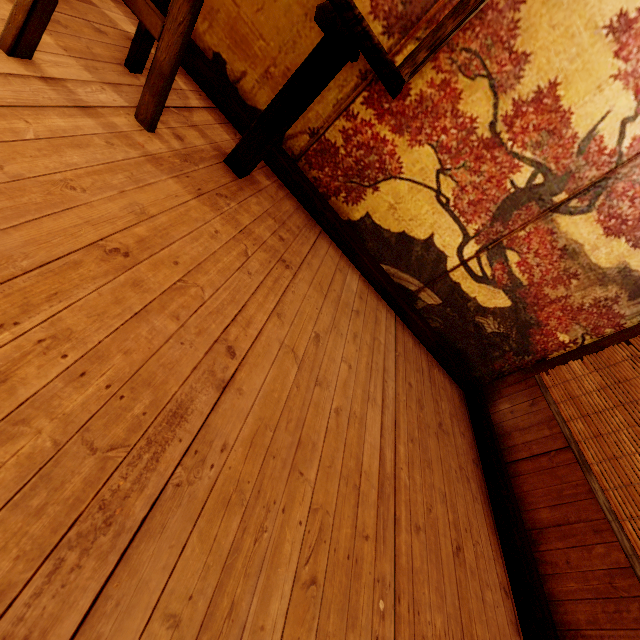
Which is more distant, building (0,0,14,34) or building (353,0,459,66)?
building (353,0,459,66)

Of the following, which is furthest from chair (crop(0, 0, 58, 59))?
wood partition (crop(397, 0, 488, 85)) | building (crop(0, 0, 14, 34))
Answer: wood partition (crop(397, 0, 488, 85))

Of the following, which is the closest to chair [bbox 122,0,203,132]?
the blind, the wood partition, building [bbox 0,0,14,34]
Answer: building [bbox 0,0,14,34]

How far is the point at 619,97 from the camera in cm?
315

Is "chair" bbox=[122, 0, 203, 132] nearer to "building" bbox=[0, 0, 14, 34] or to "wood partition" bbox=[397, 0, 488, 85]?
"building" bbox=[0, 0, 14, 34]

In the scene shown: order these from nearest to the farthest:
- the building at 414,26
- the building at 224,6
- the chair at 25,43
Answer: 1. the building at 224,6
2. the chair at 25,43
3. the building at 414,26

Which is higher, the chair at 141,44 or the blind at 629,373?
the blind at 629,373

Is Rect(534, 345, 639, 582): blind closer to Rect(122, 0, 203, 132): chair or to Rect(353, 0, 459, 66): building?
Rect(353, 0, 459, 66): building
